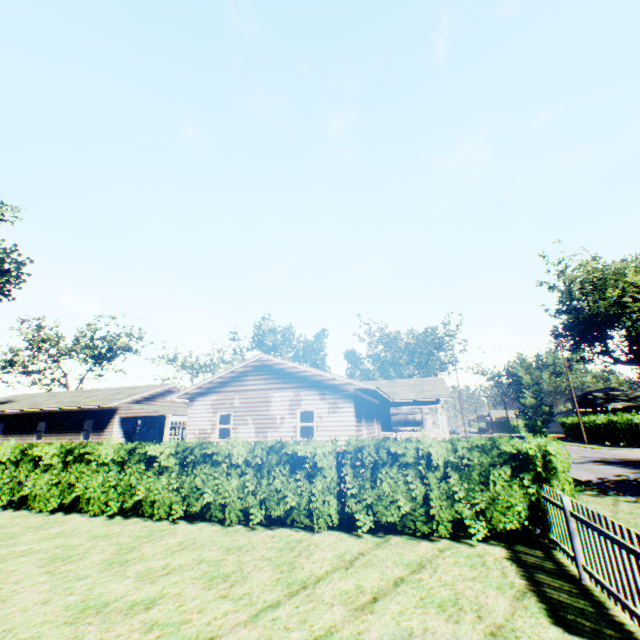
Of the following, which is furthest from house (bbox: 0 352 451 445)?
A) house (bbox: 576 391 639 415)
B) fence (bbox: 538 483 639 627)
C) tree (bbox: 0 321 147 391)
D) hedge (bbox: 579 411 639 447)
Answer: house (bbox: 576 391 639 415)

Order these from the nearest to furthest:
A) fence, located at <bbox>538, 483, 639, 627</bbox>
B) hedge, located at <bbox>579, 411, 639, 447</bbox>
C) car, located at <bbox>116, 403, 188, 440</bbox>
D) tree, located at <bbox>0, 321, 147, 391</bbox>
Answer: fence, located at <bbox>538, 483, 639, 627</bbox> → car, located at <bbox>116, 403, 188, 440</bbox> → hedge, located at <bbox>579, 411, 639, 447</bbox> → tree, located at <bbox>0, 321, 147, 391</bbox>

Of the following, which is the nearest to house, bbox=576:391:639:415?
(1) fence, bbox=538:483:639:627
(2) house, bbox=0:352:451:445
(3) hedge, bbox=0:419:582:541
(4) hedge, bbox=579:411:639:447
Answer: (4) hedge, bbox=579:411:639:447

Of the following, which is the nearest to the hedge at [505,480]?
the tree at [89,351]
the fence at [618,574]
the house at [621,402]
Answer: the fence at [618,574]

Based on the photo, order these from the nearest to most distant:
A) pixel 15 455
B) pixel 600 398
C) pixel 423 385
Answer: pixel 15 455 → pixel 423 385 → pixel 600 398

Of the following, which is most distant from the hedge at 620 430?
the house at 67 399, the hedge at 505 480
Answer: the hedge at 505 480

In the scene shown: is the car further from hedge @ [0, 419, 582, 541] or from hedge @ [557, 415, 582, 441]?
hedge @ [557, 415, 582, 441]

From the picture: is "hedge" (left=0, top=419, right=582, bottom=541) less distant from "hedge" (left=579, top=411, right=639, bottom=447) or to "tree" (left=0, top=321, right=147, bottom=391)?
"hedge" (left=579, top=411, right=639, bottom=447)
